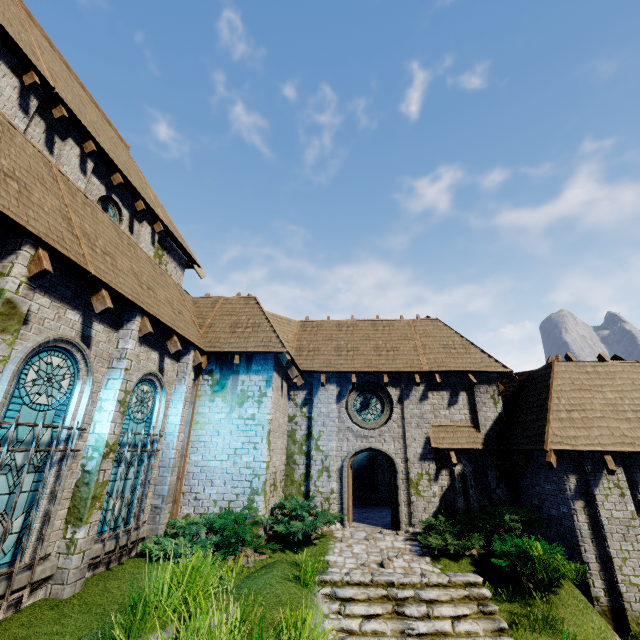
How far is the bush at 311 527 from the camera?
9.51m

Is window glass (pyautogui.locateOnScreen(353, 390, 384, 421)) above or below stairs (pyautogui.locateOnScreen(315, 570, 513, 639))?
above

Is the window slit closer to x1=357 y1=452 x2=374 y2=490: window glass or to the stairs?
Answer: the stairs

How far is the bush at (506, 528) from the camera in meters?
8.6 m

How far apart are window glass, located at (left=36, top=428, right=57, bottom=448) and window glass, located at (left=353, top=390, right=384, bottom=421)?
9.90m

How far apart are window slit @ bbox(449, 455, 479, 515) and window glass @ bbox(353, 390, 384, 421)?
3.0m

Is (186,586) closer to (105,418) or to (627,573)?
(105,418)

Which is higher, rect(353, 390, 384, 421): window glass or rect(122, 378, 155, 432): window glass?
rect(353, 390, 384, 421): window glass
